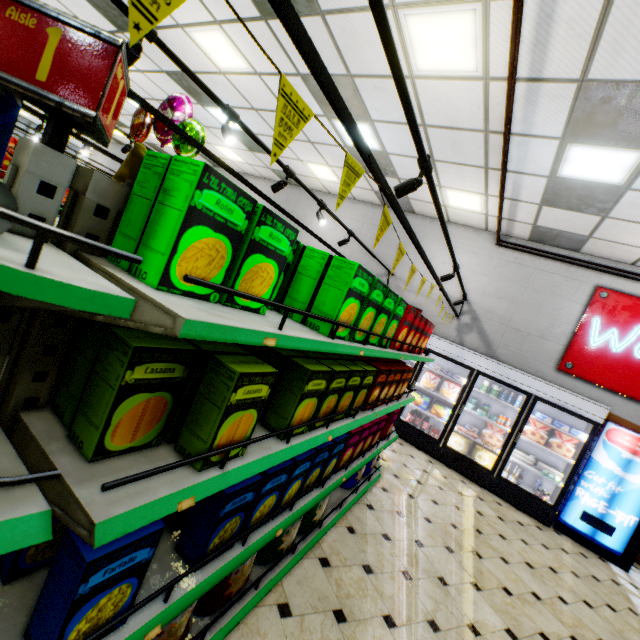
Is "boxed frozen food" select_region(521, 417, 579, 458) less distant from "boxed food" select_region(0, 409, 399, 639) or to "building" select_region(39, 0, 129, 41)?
"building" select_region(39, 0, 129, 41)

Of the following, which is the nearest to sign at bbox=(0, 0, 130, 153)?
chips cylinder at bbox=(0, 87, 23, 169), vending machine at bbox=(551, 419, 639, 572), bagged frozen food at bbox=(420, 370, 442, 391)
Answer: chips cylinder at bbox=(0, 87, 23, 169)

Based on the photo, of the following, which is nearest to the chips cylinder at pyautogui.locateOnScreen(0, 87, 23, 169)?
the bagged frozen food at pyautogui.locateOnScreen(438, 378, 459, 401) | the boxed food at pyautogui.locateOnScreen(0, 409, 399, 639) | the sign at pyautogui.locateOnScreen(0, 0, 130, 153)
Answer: the sign at pyautogui.locateOnScreen(0, 0, 130, 153)

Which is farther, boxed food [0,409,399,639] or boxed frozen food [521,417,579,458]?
boxed frozen food [521,417,579,458]

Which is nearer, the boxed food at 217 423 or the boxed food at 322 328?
the boxed food at 217 423

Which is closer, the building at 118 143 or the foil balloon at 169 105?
the foil balloon at 169 105

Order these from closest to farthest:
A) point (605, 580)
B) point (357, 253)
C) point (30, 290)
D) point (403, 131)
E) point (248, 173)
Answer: point (30, 290) < point (605, 580) < point (403, 131) < point (357, 253) < point (248, 173)

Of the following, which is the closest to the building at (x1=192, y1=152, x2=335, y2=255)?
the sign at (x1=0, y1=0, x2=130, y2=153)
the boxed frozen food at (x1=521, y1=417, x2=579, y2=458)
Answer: the boxed frozen food at (x1=521, y1=417, x2=579, y2=458)
